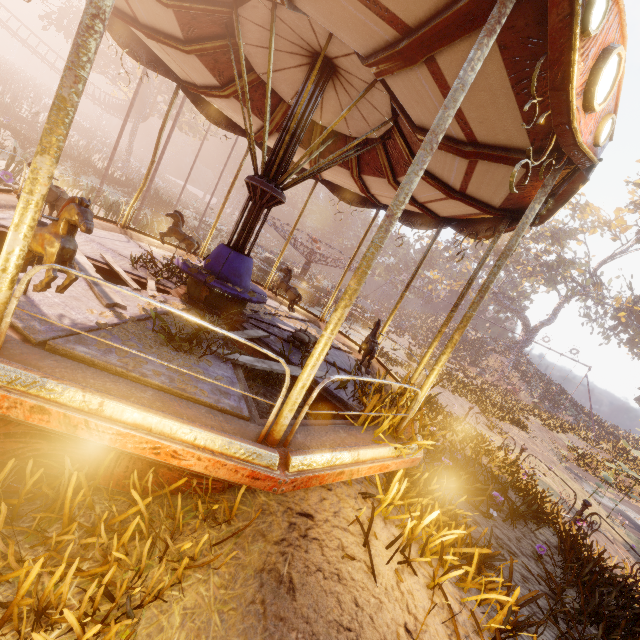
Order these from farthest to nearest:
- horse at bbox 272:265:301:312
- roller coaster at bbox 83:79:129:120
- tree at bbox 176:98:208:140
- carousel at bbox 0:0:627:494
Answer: roller coaster at bbox 83:79:129:120
tree at bbox 176:98:208:140
horse at bbox 272:265:301:312
carousel at bbox 0:0:627:494

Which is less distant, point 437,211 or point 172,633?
point 172,633

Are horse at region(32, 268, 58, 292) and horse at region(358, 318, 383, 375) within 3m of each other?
no

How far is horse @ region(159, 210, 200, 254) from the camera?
7.3 meters

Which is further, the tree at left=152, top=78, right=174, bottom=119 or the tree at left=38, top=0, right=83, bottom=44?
the tree at left=152, top=78, right=174, bottom=119

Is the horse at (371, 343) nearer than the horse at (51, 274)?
No

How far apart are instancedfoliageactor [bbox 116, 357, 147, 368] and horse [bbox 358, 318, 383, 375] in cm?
238

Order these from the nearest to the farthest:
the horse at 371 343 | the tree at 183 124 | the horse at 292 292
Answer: the horse at 371 343, the horse at 292 292, the tree at 183 124
